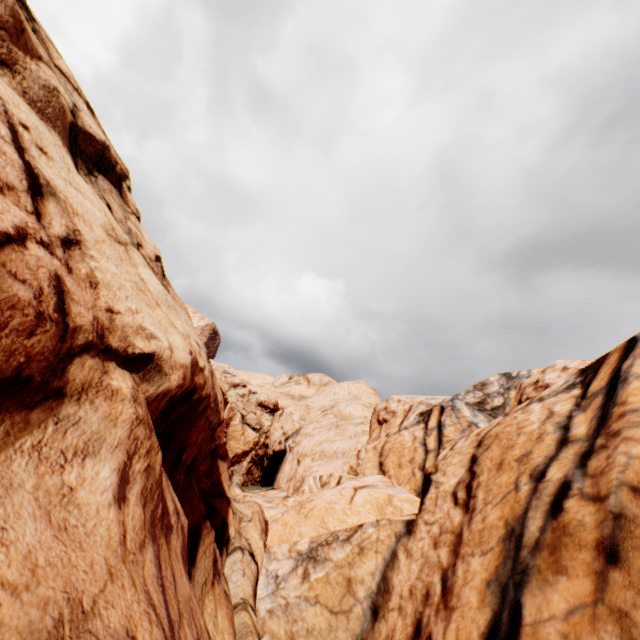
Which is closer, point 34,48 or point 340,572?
point 34,48
